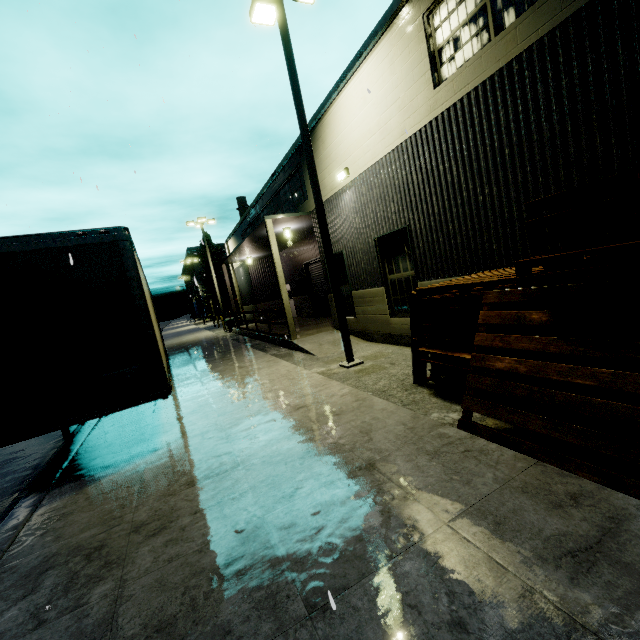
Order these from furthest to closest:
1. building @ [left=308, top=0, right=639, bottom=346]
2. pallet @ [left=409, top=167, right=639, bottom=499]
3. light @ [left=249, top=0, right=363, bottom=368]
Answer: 1. light @ [left=249, top=0, right=363, bottom=368]
2. building @ [left=308, top=0, right=639, bottom=346]
3. pallet @ [left=409, top=167, right=639, bottom=499]

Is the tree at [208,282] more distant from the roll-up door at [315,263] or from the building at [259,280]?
the roll-up door at [315,263]

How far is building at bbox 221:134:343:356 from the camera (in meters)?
12.75

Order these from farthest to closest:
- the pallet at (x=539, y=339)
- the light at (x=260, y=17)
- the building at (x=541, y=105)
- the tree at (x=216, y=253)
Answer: the tree at (x=216, y=253) < the light at (x=260, y=17) < the building at (x=541, y=105) < the pallet at (x=539, y=339)

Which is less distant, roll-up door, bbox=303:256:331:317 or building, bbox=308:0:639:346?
building, bbox=308:0:639:346

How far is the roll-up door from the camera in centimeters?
1889cm

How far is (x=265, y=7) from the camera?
8.5m

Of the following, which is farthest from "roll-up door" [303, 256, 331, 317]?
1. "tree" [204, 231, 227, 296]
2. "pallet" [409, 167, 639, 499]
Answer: "tree" [204, 231, 227, 296]
